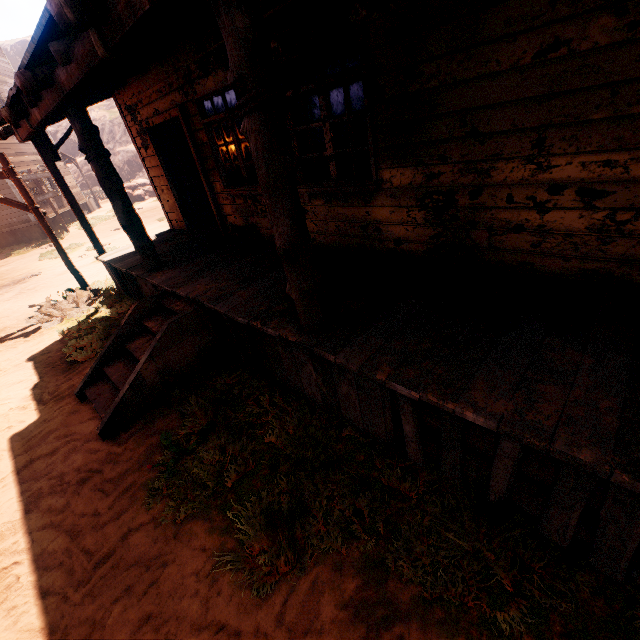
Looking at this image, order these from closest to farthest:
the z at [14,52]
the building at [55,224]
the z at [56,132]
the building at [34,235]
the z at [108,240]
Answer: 1. the z at [108,240]
2. the building at [34,235]
3. the building at [55,224]
4. the z at [56,132]
5. the z at [14,52]

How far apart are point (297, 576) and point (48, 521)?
2.5m

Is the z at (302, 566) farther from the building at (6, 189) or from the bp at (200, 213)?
the bp at (200, 213)

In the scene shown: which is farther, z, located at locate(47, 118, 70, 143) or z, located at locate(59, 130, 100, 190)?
z, located at locate(47, 118, 70, 143)

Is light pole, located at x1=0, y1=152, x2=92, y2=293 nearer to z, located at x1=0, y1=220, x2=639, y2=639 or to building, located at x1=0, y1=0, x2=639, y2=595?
z, located at x1=0, y1=220, x2=639, y2=639

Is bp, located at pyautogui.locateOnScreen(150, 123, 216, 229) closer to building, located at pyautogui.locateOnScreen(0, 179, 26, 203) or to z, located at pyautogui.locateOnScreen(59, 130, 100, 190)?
building, located at pyautogui.locateOnScreen(0, 179, 26, 203)

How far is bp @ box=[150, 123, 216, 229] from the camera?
6.9 meters
